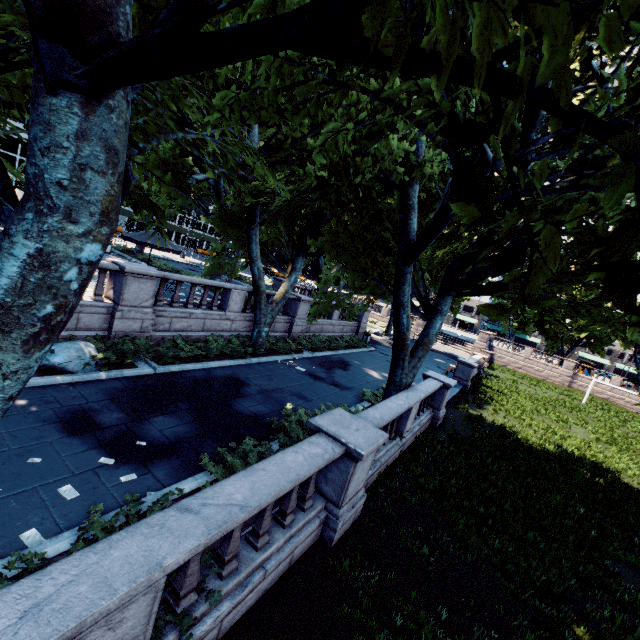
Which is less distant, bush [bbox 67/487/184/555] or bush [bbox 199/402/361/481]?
bush [bbox 67/487/184/555]

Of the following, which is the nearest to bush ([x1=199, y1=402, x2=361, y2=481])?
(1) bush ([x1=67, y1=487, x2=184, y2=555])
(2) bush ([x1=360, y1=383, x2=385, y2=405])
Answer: (1) bush ([x1=67, y1=487, x2=184, y2=555])

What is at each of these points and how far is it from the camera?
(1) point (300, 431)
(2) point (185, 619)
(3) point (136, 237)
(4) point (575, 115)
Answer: (1) bush, 8.8 meters
(2) bush, 3.9 meters
(3) umbrella, 15.9 meters
(4) tree, 1.7 meters

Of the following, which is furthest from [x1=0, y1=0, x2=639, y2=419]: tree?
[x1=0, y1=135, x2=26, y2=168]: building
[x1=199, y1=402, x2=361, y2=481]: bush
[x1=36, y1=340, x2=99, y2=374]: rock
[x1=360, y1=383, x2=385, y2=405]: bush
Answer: [x1=0, y1=135, x2=26, y2=168]: building

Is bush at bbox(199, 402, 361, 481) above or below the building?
below

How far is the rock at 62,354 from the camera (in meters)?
8.89

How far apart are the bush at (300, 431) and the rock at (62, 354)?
5.26m

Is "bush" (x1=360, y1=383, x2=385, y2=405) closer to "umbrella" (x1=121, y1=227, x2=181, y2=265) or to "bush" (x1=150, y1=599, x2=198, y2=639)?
"bush" (x1=150, y1=599, x2=198, y2=639)
